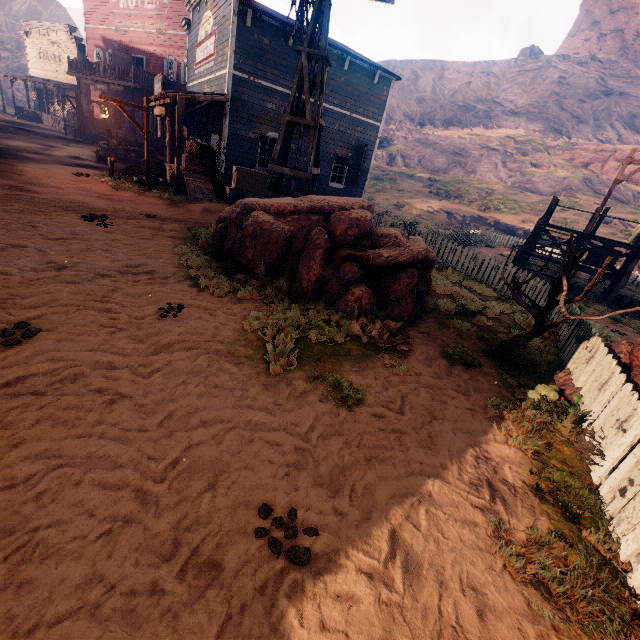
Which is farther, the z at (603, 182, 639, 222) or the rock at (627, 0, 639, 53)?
the rock at (627, 0, 639, 53)

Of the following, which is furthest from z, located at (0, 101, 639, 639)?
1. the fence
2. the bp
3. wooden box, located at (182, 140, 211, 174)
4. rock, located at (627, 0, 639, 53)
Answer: rock, located at (627, 0, 639, 53)

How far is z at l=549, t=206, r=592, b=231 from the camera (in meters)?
28.03

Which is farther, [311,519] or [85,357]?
[85,357]

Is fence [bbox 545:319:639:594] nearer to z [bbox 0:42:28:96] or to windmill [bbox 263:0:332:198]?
z [bbox 0:42:28:96]

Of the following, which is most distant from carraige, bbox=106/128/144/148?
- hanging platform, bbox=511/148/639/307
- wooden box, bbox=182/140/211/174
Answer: hanging platform, bbox=511/148/639/307

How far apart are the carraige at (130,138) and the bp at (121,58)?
8.2m

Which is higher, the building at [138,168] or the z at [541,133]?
the z at [541,133]
